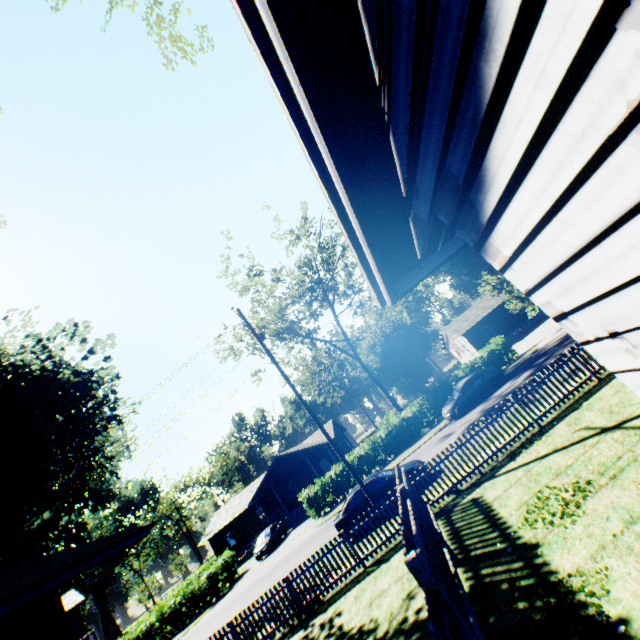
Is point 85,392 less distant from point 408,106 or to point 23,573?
point 23,573

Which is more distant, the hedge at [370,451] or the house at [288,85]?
the hedge at [370,451]

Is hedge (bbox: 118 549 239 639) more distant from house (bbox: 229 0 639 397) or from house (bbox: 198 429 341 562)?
house (bbox: 229 0 639 397)

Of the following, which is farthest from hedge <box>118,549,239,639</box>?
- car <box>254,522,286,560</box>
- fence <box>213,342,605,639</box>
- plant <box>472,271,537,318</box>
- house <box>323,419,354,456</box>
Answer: fence <box>213,342,605,639</box>

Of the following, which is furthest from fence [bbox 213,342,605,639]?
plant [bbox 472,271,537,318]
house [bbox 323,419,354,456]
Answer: house [bbox 323,419,354,456]

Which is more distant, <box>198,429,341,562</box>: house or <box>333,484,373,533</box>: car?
<box>198,429,341,562</box>: house

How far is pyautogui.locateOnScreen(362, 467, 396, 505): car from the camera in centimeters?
1377cm

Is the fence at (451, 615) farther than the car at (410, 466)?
No
